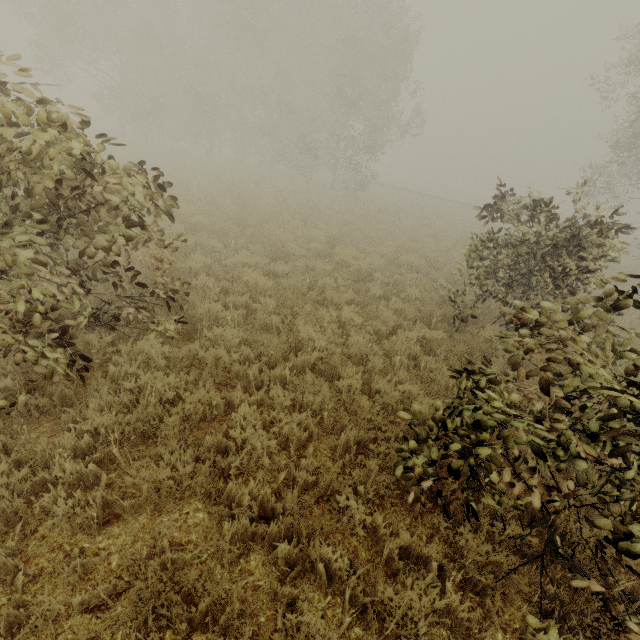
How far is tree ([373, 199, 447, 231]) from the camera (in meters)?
18.14

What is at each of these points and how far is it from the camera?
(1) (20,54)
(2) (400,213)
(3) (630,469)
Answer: (1) tree, 3.39m
(2) tree, 20.20m
(3) tree, 3.03m

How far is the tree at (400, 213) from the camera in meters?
18.1 m

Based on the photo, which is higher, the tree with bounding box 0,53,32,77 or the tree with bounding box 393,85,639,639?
the tree with bounding box 0,53,32,77

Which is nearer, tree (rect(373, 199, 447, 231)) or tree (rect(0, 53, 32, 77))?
tree (rect(0, 53, 32, 77))

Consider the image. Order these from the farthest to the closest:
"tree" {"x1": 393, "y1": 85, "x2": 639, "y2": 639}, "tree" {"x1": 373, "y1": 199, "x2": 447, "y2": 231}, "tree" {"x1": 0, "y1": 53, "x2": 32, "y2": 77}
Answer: "tree" {"x1": 373, "y1": 199, "x2": 447, "y2": 231} < "tree" {"x1": 0, "y1": 53, "x2": 32, "y2": 77} < "tree" {"x1": 393, "y1": 85, "x2": 639, "y2": 639}

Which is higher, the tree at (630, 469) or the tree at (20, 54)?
the tree at (20, 54)
